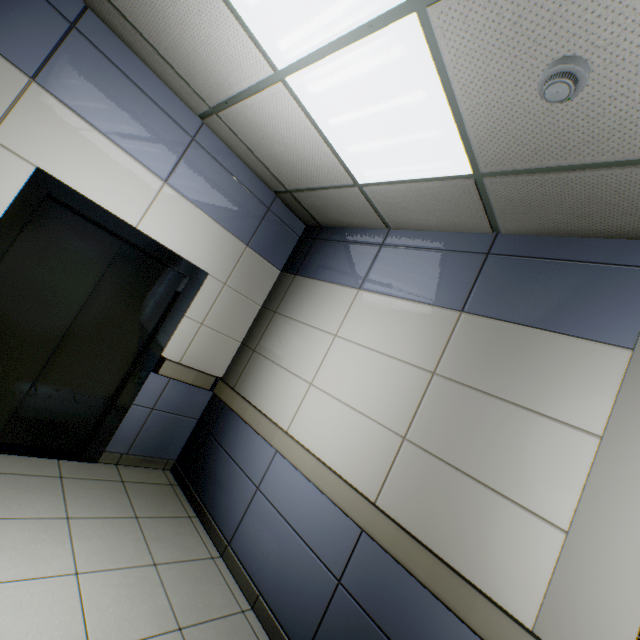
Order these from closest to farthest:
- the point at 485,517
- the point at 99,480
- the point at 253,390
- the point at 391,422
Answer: the point at 485,517, the point at 391,422, the point at 99,480, the point at 253,390

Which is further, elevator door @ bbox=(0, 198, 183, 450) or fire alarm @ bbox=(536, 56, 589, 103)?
elevator door @ bbox=(0, 198, 183, 450)

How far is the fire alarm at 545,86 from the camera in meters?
1.3 m

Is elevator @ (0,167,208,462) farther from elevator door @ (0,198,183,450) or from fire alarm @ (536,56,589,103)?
fire alarm @ (536,56,589,103)

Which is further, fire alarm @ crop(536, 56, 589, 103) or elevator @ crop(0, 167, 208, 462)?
elevator @ crop(0, 167, 208, 462)

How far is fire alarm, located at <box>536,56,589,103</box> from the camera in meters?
Result: 1.3

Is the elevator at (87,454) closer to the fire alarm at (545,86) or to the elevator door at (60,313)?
the elevator door at (60,313)
